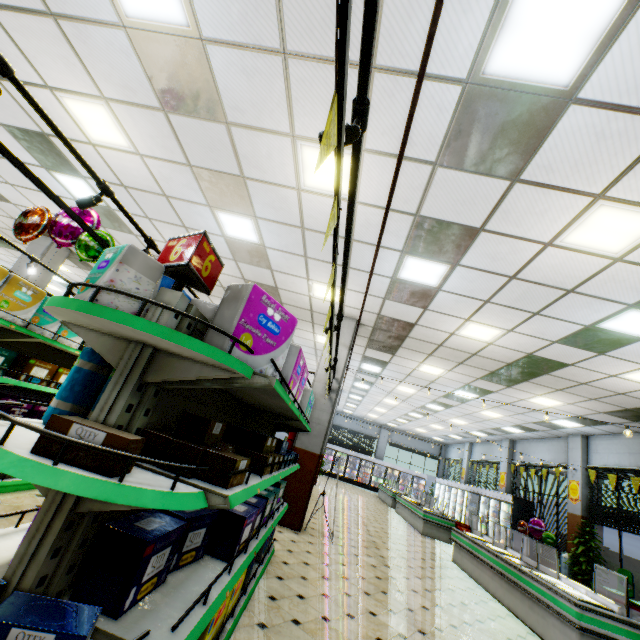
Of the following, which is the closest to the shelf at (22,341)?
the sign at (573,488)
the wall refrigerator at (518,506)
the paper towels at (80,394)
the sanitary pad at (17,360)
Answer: the sanitary pad at (17,360)

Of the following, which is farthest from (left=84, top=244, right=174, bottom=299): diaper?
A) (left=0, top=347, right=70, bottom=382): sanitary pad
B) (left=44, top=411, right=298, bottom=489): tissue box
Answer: (left=0, top=347, right=70, bottom=382): sanitary pad

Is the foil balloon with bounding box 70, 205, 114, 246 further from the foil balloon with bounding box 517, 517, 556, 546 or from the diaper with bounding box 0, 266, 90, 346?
the foil balloon with bounding box 517, 517, 556, 546

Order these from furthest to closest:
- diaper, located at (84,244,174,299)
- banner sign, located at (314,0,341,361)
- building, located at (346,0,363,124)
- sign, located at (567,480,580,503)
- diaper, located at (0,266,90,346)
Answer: sign, located at (567,480,580,503) < diaper, located at (0,266,90,346) < building, located at (346,0,363,124) < diaper, located at (84,244,174,299) < banner sign, located at (314,0,341,361)

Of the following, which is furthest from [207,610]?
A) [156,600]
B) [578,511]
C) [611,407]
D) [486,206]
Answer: [578,511]

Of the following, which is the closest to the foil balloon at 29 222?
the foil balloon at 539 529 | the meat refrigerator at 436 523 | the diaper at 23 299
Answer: the diaper at 23 299

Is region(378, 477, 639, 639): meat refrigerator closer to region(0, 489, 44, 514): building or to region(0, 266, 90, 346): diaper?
region(0, 489, 44, 514): building

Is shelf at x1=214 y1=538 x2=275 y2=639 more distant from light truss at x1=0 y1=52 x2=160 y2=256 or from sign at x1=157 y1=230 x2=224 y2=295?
light truss at x1=0 y1=52 x2=160 y2=256
